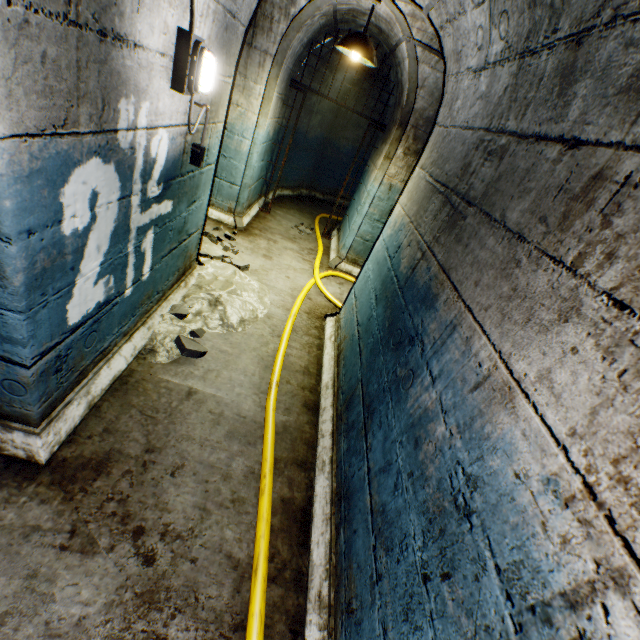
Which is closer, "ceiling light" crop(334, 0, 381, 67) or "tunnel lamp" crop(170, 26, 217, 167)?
"tunnel lamp" crop(170, 26, 217, 167)

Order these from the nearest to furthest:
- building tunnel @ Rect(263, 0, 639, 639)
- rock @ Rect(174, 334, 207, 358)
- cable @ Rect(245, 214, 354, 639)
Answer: building tunnel @ Rect(263, 0, 639, 639) → cable @ Rect(245, 214, 354, 639) → rock @ Rect(174, 334, 207, 358)

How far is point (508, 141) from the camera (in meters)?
1.52

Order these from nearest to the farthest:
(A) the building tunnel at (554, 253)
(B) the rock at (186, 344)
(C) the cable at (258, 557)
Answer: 1. (A) the building tunnel at (554, 253)
2. (C) the cable at (258, 557)
3. (B) the rock at (186, 344)

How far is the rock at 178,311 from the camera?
2.91m

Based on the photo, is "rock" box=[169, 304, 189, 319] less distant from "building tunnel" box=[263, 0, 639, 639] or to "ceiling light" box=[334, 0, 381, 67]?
"building tunnel" box=[263, 0, 639, 639]

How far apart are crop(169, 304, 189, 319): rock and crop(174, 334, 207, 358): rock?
0.31m

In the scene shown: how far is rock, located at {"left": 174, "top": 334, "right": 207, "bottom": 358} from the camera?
2.6m
